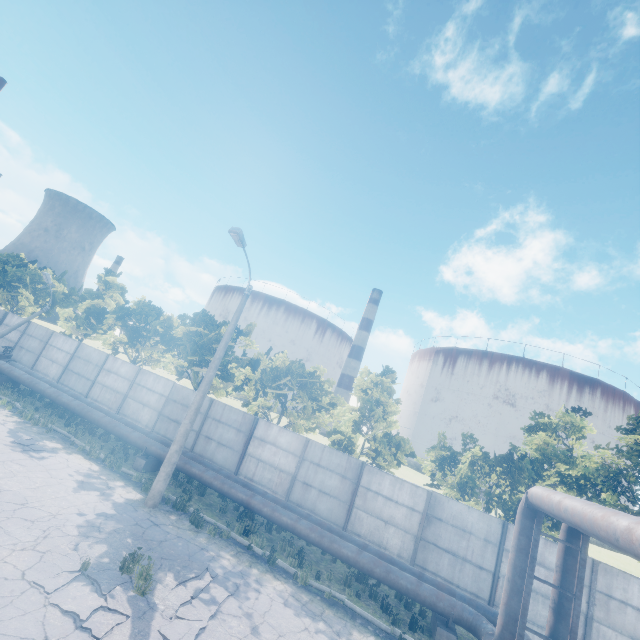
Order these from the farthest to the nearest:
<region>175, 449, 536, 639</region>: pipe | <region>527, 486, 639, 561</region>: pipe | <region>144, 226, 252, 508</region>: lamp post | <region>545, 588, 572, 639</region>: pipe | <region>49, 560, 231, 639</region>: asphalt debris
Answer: <region>144, 226, 252, 508</region>: lamp post < <region>175, 449, 536, 639</region>: pipe < <region>545, 588, 572, 639</region>: pipe < <region>49, 560, 231, 639</region>: asphalt debris < <region>527, 486, 639, 561</region>: pipe

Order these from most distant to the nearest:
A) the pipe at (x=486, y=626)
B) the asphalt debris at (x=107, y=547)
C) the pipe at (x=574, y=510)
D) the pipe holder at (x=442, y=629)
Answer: the pipe holder at (x=442, y=629)
the pipe at (x=486, y=626)
the asphalt debris at (x=107, y=547)
the pipe at (x=574, y=510)

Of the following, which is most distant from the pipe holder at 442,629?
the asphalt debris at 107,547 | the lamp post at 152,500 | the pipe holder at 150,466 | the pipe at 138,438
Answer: the pipe holder at 150,466

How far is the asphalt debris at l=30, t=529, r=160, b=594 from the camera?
6.8 meters

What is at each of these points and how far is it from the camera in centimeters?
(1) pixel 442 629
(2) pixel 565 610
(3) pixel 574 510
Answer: (1) pipe holder, 963cm
(2) pipe, 775cm
(3) pipe, 608cm

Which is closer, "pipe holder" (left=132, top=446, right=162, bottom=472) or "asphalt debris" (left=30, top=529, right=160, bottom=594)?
"asphalt debris" (left=30, top=529, right=160, bottom=594)

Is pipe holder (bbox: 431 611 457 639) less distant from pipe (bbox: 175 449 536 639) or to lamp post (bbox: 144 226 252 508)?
pipe (bbox: 175 449 536 639)

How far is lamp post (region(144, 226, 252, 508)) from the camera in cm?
1150
